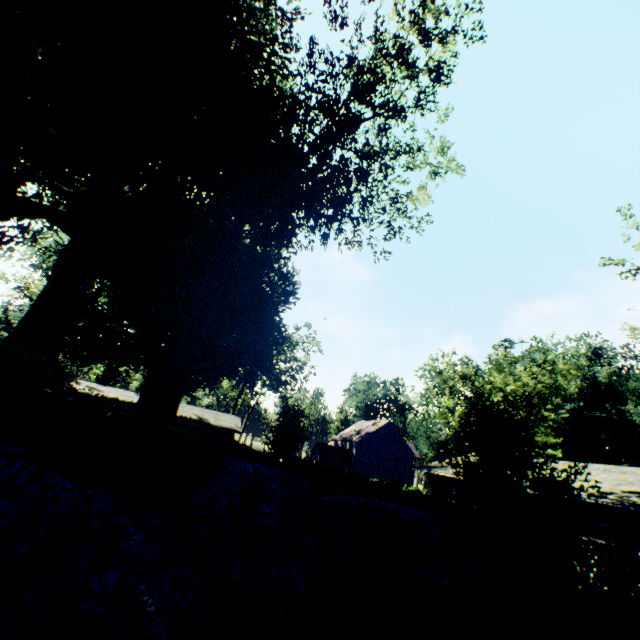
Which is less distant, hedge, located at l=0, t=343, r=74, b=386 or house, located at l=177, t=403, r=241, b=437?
hedge, located at l=0, t=343, r=74, b=386

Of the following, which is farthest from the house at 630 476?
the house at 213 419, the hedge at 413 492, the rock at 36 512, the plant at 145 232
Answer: the house at 213 419

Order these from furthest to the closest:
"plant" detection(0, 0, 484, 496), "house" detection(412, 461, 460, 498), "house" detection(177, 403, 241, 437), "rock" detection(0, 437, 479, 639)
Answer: "house" detection(177, 403, 241, 437) → "house" detection(412, 461, 460, 498) → "plant" detection(0, 0, 484, 496) → "rock" detection(0, 437, 479, 639)

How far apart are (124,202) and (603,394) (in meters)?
78.79

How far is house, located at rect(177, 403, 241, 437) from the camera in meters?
40.7 m

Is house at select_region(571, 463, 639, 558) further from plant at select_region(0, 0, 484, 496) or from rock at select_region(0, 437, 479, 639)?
plant at select_region(0, 0, 484, 496)

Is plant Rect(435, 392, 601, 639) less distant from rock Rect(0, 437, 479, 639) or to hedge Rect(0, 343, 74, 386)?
rock Rect(0, 437, 479, 639)

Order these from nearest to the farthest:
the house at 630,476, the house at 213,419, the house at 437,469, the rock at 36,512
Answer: the rock at 36,512 → the house at 630,476 → the house at 437,469 → the house at 213,419
